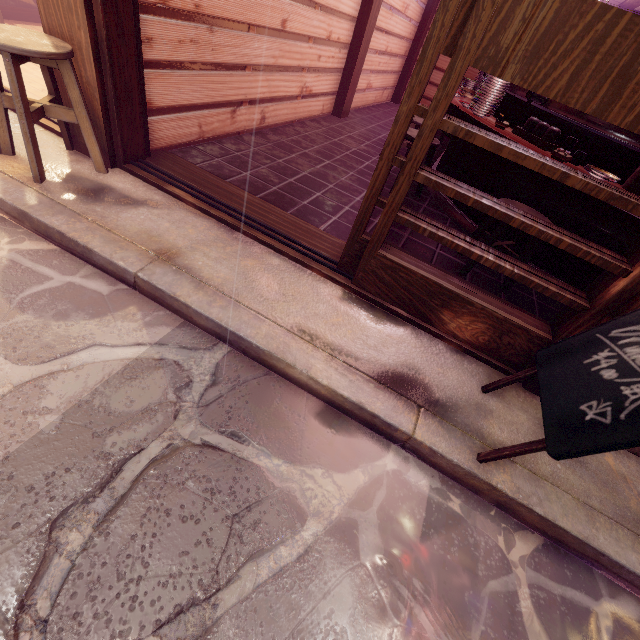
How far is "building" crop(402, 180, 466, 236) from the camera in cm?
685

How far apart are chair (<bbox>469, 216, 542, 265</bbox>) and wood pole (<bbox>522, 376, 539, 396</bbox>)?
1.9m

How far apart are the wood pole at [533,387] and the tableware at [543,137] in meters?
3.7 m

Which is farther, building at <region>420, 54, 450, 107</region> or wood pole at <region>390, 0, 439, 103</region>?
building at <region>420, 54, 450, 107</region>

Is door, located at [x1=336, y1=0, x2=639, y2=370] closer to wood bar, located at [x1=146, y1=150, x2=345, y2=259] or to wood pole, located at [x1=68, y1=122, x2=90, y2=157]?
wood bar, located at [x1=146, y1=150, x2=345, y2=259]

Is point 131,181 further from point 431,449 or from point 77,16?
point 431,449

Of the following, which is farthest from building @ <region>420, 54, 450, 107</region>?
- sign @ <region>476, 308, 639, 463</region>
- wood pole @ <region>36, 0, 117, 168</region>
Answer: sign @ <region>476, 308, 639, 463</region>

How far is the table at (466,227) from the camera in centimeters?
657cm
